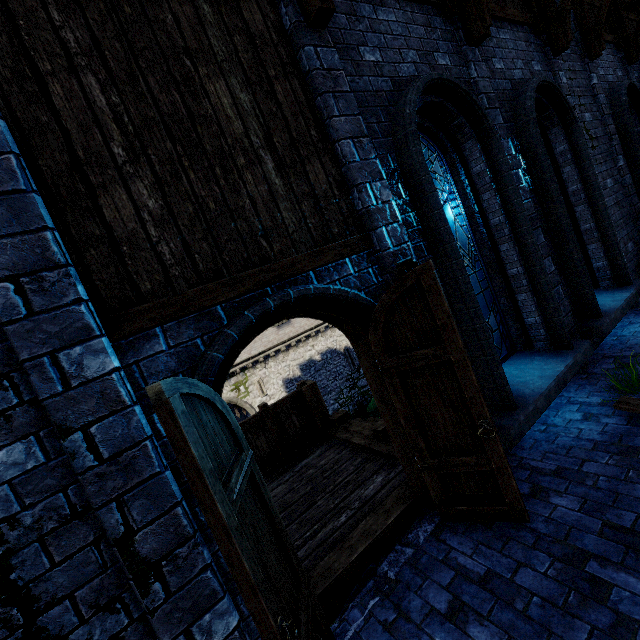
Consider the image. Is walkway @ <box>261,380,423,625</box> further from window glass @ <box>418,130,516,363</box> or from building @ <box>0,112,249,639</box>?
window glass @ <box>418,130,516,363</box>

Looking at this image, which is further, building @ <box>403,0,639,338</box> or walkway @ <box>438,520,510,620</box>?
building @ <box>403,0,639,338</box>

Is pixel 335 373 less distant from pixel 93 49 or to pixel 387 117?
pixel 387 117

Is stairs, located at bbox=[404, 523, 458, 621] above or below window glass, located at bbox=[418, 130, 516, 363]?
below

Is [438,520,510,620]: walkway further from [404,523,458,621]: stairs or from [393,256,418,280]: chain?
[393,256,418,280]: chain

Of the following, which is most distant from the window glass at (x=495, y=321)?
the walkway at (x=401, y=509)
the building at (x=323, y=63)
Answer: the walkway at (x=401, y=509)

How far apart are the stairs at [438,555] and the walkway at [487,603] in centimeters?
0cm

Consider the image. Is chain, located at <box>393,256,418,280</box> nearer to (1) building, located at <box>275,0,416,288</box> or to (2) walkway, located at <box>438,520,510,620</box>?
(1) building, located at <box>275,0,416,288</box>
